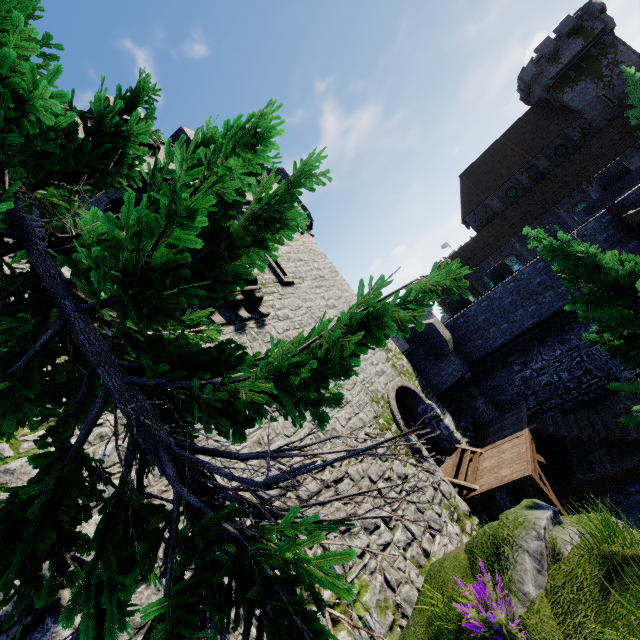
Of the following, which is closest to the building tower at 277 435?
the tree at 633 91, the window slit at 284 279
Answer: the window slit at 284 279

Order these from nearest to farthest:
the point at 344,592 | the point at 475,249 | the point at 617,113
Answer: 1. the point at 344,592
2. the point at 617,113
3. the point at 475,249

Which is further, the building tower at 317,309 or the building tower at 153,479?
the building tower at 317,309

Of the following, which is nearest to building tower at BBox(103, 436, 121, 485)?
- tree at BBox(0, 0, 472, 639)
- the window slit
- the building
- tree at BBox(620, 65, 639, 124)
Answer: the window slit

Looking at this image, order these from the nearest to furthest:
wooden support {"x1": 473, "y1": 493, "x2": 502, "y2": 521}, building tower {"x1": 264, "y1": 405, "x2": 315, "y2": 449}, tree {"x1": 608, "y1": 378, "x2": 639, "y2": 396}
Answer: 1. tree {"x1": 608, "y1": 378, "x2": 639, "y2": 396}
2. building tower {"x1": 264, "y1": 405, "x2": 315, "y2": 449}
3. wooden support {"x1": 473, "y1": 493, "x2": 502, "y2": 521}

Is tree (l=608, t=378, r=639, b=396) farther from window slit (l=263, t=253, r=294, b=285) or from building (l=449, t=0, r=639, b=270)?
building (l=449, t=0, r=639, b=270)

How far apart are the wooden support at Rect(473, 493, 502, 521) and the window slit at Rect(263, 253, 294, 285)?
9.9m

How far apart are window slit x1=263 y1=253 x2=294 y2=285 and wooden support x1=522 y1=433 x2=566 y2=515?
10.1m
